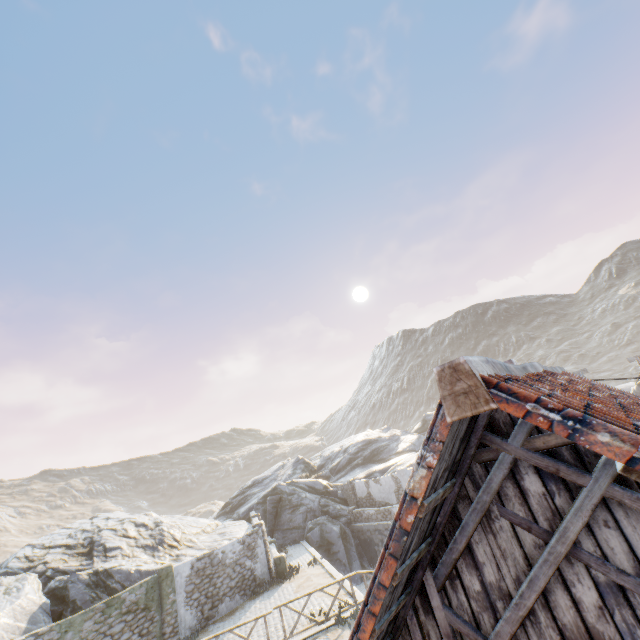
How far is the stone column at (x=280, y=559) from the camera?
19.0m

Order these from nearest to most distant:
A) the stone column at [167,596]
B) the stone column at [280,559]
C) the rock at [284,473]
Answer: the stone column at [167,596]
the rock at [284,473]
the stone column at [280,559]

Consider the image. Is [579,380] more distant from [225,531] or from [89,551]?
[225,531]

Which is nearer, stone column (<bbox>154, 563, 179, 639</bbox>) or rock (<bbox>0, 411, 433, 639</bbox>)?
stone column (<bbox>154, 563, 179, 639</bbox>)

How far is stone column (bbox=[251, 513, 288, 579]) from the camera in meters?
19.0

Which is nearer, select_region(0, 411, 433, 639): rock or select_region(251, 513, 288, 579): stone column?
select_region(0, 411, 433, 639): rock

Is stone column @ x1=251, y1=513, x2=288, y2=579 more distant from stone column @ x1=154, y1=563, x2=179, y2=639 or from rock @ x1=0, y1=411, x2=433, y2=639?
stone column @ x1=154, y1=563, x2=179, y2=639

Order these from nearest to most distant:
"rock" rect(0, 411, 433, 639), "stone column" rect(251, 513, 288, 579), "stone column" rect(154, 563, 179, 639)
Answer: "stone column" rect(154, 563, 179, 639) < "rock" rect(0, 411, 433, 639) < "stone column" rect(251, 513, 288, 579)
